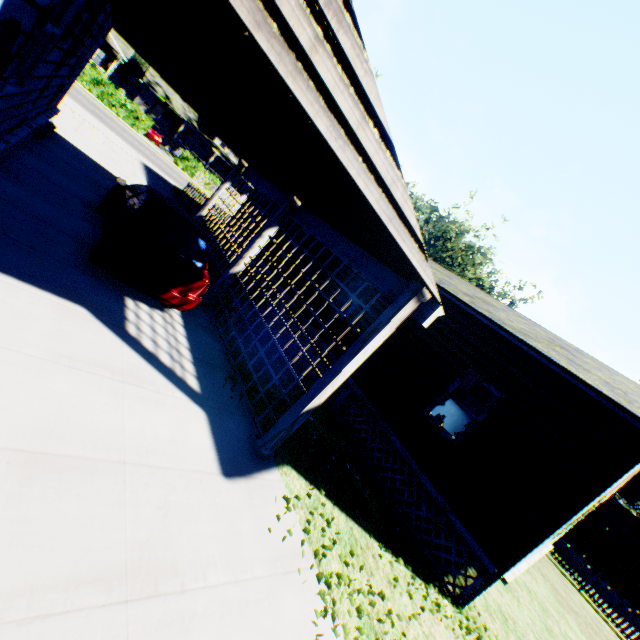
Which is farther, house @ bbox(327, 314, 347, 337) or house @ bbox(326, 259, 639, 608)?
house @ bbox(327, 314, 347, 337)

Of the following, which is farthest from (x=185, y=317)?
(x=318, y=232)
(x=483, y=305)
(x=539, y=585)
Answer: (x=539, y=585)

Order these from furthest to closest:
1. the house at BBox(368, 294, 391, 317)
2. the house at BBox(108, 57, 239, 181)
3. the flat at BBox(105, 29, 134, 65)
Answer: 1. the house at BBox(108, 57, 239, 181)
2. the flat at BBox(105, 29, 134, 65)
3. the house at BBox(368, 294, 391, 317)

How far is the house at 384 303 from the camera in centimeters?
991cm

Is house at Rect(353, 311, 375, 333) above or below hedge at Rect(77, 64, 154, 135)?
above

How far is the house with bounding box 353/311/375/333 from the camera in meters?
10.0 m

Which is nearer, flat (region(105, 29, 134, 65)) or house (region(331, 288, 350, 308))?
house (region(331, 288, 350, 308))
